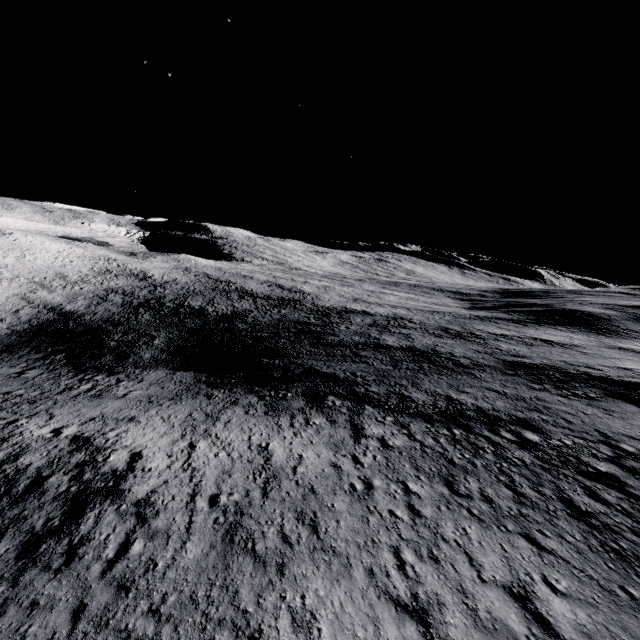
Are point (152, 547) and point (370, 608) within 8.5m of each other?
yes
